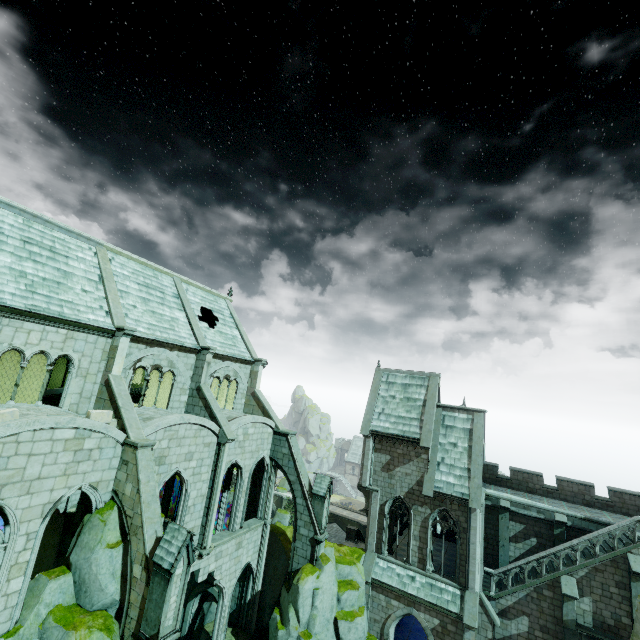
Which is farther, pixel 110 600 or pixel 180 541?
pixel 110 600

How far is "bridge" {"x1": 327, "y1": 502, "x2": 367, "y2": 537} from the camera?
48.06m

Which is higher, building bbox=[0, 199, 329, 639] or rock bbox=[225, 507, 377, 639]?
building bbox=[0, 199, 329, 639]

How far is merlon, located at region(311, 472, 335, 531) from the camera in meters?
21.5 m

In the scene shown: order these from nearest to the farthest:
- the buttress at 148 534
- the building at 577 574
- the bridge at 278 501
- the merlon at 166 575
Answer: the merlon at 166 575, the buttress at 148 534, the building at 577 574, the bridge at 278 501

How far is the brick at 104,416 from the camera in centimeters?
1417cm

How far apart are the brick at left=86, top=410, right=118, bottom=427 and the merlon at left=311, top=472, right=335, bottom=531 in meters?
13.2

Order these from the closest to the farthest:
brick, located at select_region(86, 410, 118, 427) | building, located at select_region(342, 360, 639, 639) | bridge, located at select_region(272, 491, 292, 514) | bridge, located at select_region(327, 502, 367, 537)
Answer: brick, located at select_region(86, 410, 118, 427), building, located at select_region(342, 360, 639, 639), bridge, located at select_region(327, 502, 367, 537), bridge, located at select_region(272, 491, 292, 514)
